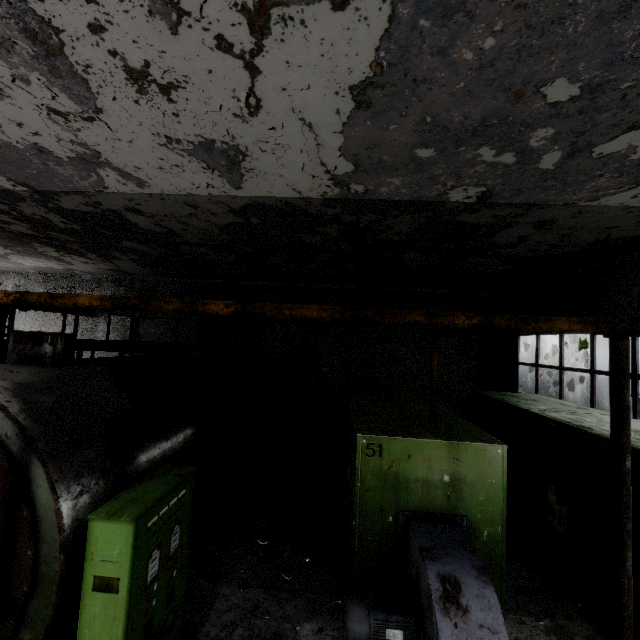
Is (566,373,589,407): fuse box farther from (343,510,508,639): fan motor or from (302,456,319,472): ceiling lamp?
(343,510,508,639): fan motor

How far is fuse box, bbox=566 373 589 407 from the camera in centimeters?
1443cm

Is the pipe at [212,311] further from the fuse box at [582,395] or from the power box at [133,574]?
the power box at [133,574]

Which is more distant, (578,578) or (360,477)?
(578,578)

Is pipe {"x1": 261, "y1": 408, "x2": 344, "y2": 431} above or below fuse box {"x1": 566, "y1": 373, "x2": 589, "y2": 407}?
below

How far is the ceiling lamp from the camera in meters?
10.3 m

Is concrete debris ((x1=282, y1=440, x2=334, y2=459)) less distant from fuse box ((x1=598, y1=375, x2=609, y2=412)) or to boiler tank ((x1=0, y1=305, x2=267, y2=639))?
boiler tank ((x1=0, y1=305, x2=267, y2=639))

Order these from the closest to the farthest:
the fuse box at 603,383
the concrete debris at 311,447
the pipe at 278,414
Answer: the concrete debris at 311,447 → the pipe at 278,414 → the fuse box at 603,383
